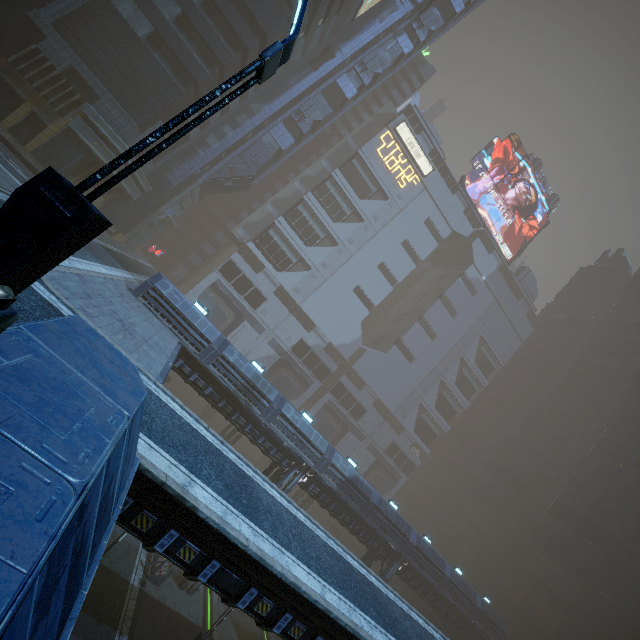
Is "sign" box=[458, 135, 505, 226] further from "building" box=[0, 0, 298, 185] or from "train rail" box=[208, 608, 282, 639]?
"train rail" box=[208, 608, 282, 639]

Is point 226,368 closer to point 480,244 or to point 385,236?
point 385,236

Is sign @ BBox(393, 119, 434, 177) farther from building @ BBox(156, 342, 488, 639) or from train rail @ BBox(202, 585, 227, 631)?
train rail @ BBox(202, 585, 227, 631)

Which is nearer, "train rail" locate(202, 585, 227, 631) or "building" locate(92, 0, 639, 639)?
"train rail" locate(202, 585, 227, 631)

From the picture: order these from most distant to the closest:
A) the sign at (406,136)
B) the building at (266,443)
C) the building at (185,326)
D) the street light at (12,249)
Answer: the sign at (406,136) → the building at (185,326) → the building at (266,443) → the street light at (12,249)

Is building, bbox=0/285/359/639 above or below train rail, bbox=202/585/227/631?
above

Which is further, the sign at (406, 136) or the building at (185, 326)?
the sign at (406, 136)
